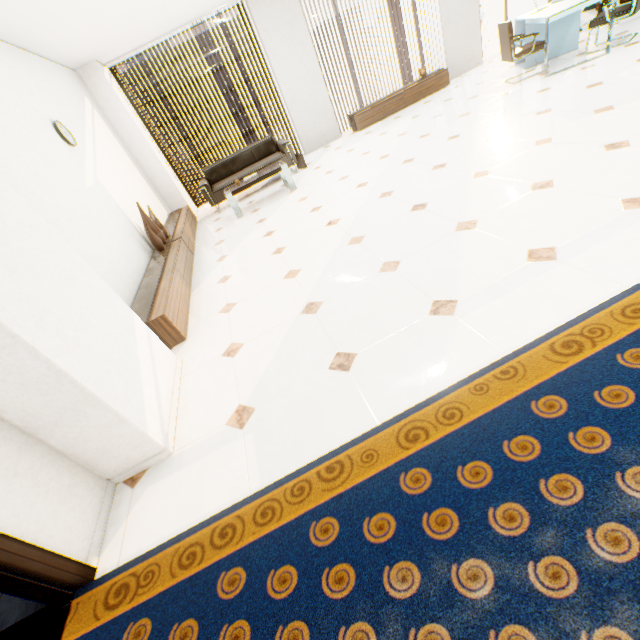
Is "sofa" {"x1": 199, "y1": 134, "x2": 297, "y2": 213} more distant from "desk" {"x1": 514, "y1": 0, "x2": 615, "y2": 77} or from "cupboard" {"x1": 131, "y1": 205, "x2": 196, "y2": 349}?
"desk" {"x1": 514, "y1": 0, "x2": 615, "y2": 77}

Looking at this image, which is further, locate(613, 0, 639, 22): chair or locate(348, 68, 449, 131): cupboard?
locate(348, 68, 449, 131): cupboard

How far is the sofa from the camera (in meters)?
6.48

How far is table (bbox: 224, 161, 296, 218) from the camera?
5.56m

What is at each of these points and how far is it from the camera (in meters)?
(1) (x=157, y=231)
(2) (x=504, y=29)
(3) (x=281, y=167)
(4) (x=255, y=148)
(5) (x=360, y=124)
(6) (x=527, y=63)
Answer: (1) vase, 4.67
(2) chair, 5.18
(3) table, 5.57
(4) sofa, 6.84
(5) cupboard, 7.40
(6) desk, 5.87

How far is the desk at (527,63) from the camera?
5.8 meters

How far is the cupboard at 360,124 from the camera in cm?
733

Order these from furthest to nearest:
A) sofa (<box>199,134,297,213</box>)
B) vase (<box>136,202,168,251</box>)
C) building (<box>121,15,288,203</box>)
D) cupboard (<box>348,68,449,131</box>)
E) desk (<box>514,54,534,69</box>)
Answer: building (<box>121,15,288,203</box>) < cupboard (<box>348,68,449,131</box>) < sofa (<box>199,134,297,213</box>) < desk (<box>514,54,534,69</box>) < vase (<box>136,202,168,251</box>)
